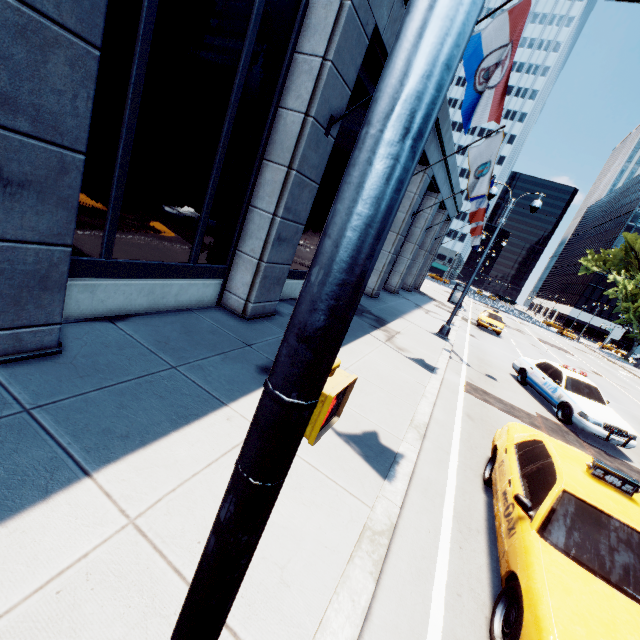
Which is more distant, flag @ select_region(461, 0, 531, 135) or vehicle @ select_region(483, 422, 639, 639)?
flag @ select_region(461, 0, 531, 135)

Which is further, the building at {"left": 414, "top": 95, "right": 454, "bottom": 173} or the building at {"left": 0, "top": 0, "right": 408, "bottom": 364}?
the building at {"left": 414, "top": 95, "right": 454, "bottom": 173}

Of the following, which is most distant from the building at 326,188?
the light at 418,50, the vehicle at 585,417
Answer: the vehicle at 585,417

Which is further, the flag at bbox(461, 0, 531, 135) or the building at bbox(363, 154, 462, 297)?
the building at bbox(363, 154, 462, 297)

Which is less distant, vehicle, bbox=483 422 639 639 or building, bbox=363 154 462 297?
vehicle, bbox=483 422 639 639

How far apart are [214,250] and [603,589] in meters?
8.4

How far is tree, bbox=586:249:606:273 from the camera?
59.0 meters

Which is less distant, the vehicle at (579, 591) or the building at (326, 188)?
the vehicle at (579, 591)
